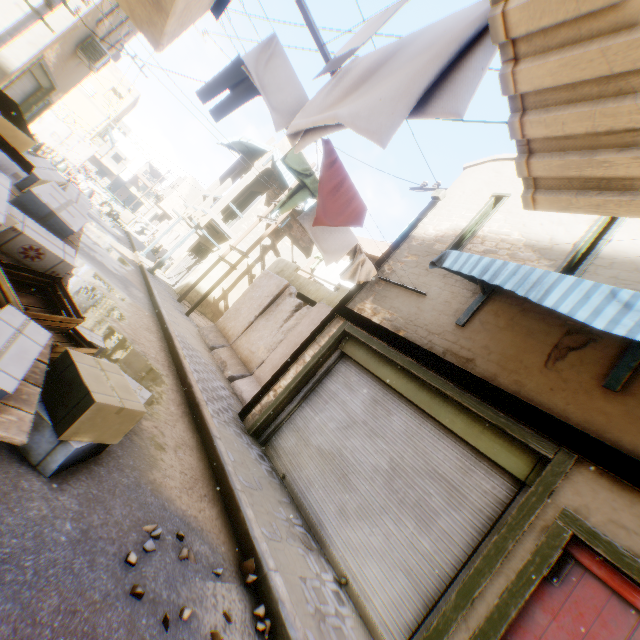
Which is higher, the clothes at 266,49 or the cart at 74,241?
the clothes at 266,49

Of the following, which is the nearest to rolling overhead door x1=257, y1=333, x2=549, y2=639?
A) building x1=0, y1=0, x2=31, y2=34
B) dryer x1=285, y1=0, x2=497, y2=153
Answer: building x1=0, y1=0, x2=31, y2=34

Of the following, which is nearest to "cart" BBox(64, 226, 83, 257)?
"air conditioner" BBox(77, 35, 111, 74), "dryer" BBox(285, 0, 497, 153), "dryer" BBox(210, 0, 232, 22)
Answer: "dryer" BBox(285, 0, 497, 153)

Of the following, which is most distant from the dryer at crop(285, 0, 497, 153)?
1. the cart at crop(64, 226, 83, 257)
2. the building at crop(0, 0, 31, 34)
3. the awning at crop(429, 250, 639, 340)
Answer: the cart at crop(64, 226, 83, 257)

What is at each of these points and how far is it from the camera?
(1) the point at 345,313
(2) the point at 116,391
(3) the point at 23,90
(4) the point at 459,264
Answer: (1) wooden beam, 6.9m
(2) cardboard box, 2.9m
(3) rolling overhead door, 12.2m
(4) awning, 4.3m

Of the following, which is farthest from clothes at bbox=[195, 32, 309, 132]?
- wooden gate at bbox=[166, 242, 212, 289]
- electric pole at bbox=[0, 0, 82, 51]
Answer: wooden gate at bbox=[166, 242, 212, 289]

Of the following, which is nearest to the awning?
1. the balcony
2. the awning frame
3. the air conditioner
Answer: the awning frame

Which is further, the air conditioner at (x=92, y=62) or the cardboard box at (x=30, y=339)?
the air conditioner at (x=92, y=62)
